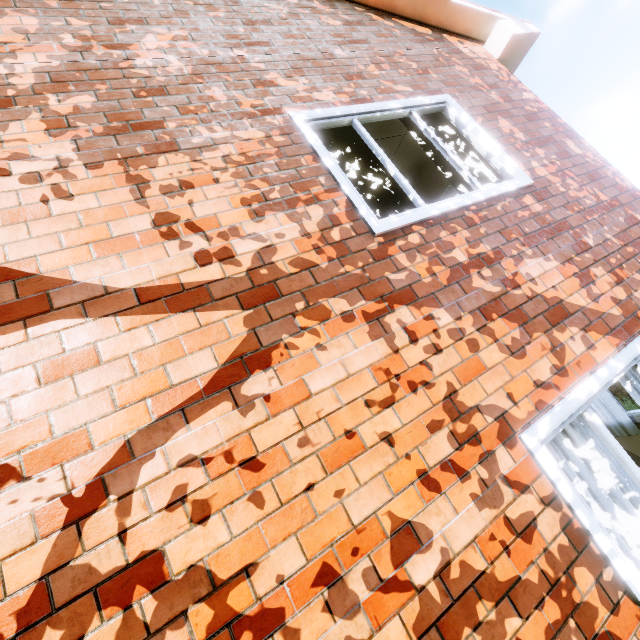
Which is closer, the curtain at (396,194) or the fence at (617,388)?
the curtain at (396,194)

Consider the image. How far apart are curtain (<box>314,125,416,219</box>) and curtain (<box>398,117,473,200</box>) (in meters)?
0.58

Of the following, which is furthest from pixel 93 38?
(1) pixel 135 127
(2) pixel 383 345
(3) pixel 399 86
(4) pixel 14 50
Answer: (2) pixel 383 345

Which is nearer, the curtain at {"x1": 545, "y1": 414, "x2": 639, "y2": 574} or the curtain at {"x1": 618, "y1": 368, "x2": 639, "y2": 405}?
the curtain at {"x1": 545, "y1": 414, "x2": 639, "y2": 574}

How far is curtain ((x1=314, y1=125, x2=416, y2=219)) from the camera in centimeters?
279cm

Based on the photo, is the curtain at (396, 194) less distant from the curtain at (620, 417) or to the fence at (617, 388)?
the curtain at (620, 417)

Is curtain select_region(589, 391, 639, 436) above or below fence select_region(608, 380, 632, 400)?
above
